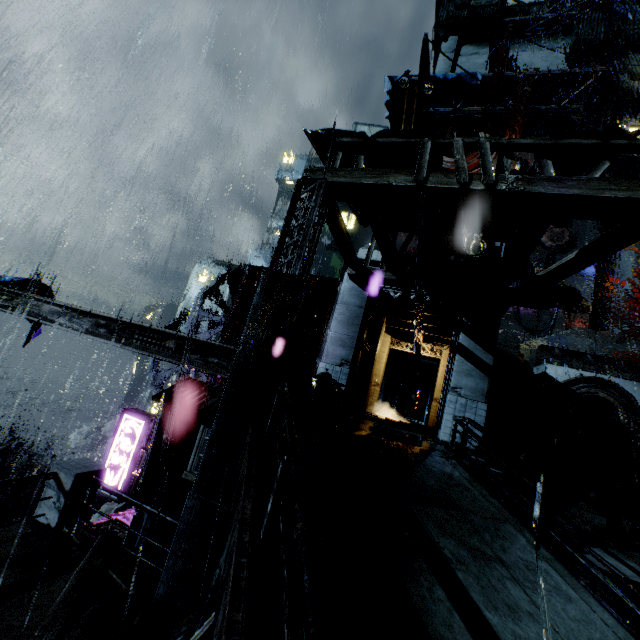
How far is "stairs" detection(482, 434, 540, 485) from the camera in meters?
13.7 m

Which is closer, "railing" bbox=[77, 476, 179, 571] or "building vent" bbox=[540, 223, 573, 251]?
"railing" bbox=[77, 476, 179, 571]

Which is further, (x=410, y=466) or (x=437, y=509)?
(x=410, y=466)

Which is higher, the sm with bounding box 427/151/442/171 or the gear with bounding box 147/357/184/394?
the sm with bounding box 427/151/442/171

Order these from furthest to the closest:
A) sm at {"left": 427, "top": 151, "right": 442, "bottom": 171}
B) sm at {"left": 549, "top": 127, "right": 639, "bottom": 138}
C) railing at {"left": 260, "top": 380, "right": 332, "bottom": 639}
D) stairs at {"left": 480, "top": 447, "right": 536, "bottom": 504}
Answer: stairs at {"left": 480, "top": 447, "right": 536, "bottom": 504}
sm at {"left": 427, "top": 151, "right": 442, "bottom": 171}
sm at {"left": 549, "top": 127, "right": 639, "bottom": 138}
railing at {"left": 260, "top": 380, "right": 332, "bottom": 639}

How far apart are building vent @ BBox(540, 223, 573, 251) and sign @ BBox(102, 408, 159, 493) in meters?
35.6 m

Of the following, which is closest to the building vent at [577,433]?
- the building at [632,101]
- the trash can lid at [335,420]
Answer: the building at [632,101]

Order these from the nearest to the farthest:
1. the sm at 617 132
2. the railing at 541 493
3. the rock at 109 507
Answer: the railing at 541 493 < the sm at 617 132 < the rock at 109 507
